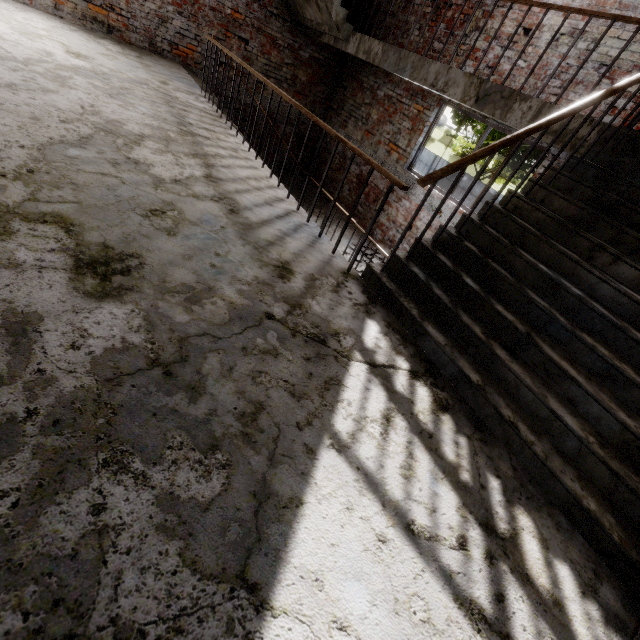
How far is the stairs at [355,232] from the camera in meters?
6.4 m

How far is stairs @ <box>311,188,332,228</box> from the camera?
7.1m

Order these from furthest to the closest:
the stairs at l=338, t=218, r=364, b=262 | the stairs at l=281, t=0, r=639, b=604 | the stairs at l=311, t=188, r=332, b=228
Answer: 1. the stairs at l=311, t=188, r=332, b=228
2. the stairs at l=338, t=218, r=364, b=262
3. the stairs at l=281, t=0, r=639, b=604

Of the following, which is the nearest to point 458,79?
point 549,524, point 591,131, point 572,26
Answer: point 572,26

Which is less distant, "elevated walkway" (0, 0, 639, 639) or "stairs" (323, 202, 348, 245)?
"elevated walkway" (0, 0, 639, 639)

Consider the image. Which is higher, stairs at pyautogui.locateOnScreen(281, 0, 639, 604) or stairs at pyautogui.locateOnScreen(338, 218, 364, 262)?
stairs at pyautogui.locateOnScreen(281, 0, 639, 604)
